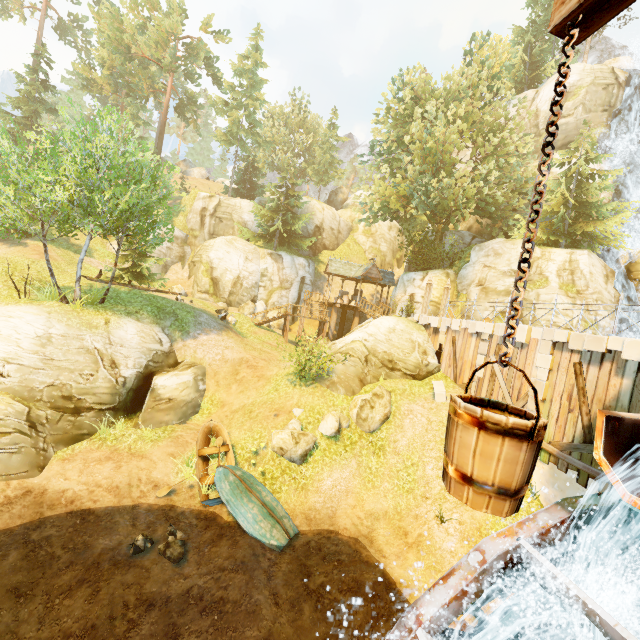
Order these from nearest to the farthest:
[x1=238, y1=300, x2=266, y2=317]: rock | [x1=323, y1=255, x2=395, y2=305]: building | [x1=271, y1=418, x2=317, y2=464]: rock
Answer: [x1=271, y1=418, x2=317, y2=464]: rock
[x1=323, y1=255, x2=395, y2=305]: building
[x1=238, y1=300, x2=266, y2=317]: rock

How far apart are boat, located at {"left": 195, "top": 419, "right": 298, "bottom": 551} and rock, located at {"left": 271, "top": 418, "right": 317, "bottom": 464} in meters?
1.5 m

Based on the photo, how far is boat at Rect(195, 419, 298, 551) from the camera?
10.62m

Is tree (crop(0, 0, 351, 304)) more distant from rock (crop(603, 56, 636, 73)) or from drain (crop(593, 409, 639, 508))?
drain (crop(593, 409, 639, 508))

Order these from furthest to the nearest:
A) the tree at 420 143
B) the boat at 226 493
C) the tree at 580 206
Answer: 1. the tree at 420 143
2. the tree at 580 206
3. the boat at 226 493

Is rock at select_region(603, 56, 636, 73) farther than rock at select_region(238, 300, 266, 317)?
No

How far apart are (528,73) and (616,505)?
48.9 meters

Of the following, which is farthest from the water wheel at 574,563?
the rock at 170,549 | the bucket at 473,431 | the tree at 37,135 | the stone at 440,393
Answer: the tree at 37,135
